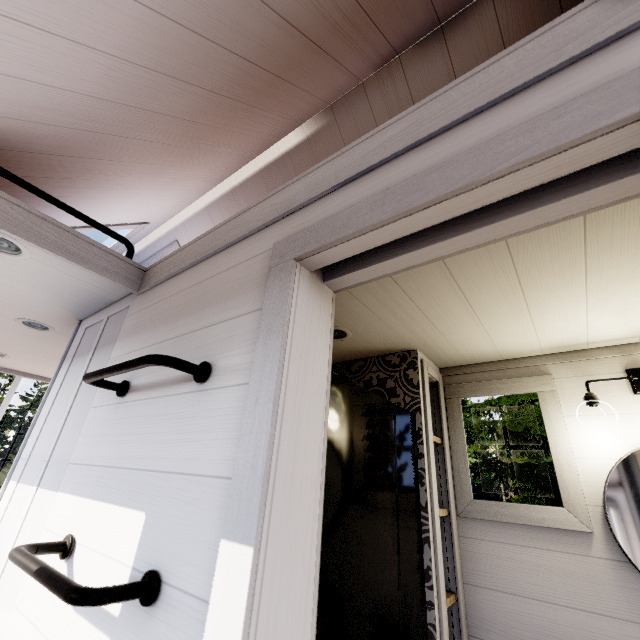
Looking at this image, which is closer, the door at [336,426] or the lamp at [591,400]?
the door at [336,426]

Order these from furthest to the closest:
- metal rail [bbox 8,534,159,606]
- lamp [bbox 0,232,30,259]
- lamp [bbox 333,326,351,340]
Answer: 1. lamp [bbox 333,326,351,340]
2. lamp [bbox 0,232,30,259]
3. metal rail [bbox 8,534,159,606]

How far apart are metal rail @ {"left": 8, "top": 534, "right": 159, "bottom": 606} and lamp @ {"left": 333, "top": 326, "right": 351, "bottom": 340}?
1.3 meters

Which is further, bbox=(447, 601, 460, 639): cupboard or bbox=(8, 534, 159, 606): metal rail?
bbox=(447, 601, 460, 639): cupboard

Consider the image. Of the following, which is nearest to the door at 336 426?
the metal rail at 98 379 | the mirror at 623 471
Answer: the metal rail at 98 379

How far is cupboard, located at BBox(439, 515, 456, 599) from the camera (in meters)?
1.75

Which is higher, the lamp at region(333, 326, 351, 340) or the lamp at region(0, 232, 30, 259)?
the lamp at region(333, 326, 351, 340)

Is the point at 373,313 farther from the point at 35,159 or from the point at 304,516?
the point at 35,159
